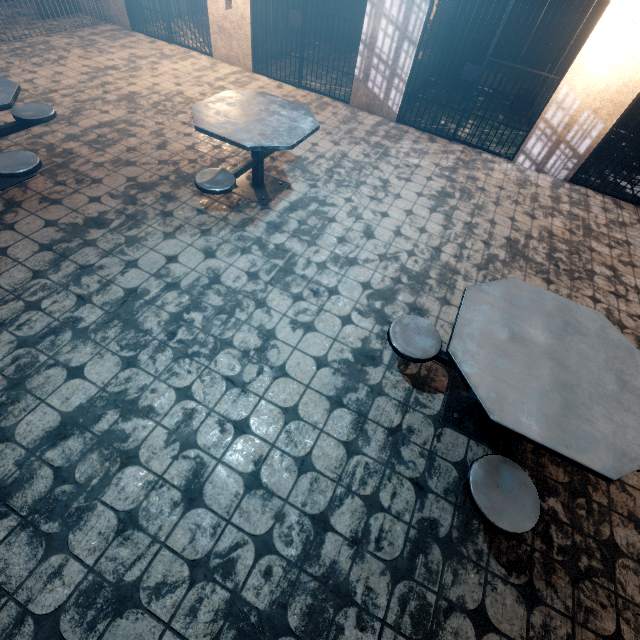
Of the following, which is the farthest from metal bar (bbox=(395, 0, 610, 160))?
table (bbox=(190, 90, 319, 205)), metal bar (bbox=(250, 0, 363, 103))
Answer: table (bbox=(190, 90, 319, 205))

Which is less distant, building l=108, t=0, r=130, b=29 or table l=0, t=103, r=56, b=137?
table l=0, t=103, r=56, b=137

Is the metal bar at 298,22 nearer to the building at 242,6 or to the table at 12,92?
the building at 242,6

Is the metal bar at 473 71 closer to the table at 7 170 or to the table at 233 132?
the table at 233 132

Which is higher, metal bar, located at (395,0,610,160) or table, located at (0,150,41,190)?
metal bar, located at (395,0,610,160)

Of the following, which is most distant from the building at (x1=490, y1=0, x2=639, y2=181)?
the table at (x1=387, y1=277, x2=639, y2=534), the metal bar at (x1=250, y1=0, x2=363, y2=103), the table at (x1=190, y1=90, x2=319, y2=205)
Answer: the table at (x1=387, y1=277, x2=639, y2=534)

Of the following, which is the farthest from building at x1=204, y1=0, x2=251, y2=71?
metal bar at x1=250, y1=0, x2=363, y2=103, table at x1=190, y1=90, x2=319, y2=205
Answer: table at x1=190, y1=90, x2=319, y2=205

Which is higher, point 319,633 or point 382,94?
point 382,94
